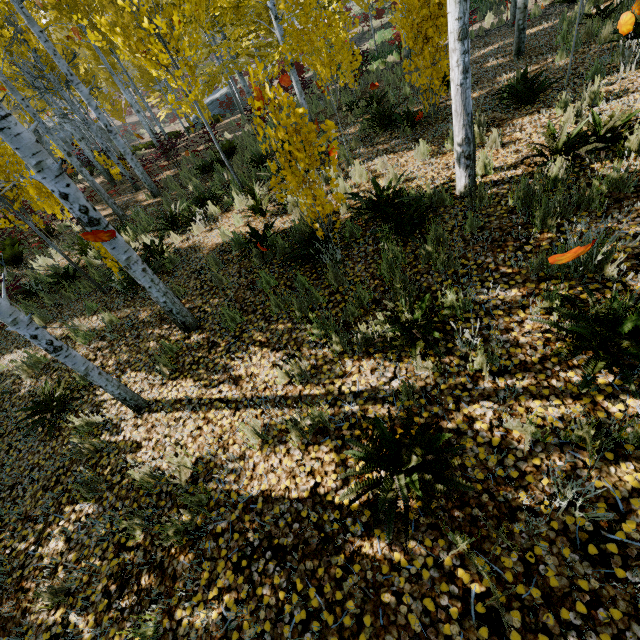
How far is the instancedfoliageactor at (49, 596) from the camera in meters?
2.8 m

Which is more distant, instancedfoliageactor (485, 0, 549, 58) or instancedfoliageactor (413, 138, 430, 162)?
instancedfoliageactor (485, 0, 549, 58)

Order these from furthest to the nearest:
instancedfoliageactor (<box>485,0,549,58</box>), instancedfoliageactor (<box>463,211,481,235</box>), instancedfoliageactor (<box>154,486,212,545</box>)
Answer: instancedfoliageactor (<box>485,0,549,58</box>) → instancedfoliageactor (<box>463,211,481,235</box>) → instancedfoliageactor (<box>154,486,212,545</box>)

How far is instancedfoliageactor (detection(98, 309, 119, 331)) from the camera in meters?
5.7

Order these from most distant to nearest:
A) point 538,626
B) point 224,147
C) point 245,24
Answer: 1. point 245,24
2. point 224,147
3. point 538,626

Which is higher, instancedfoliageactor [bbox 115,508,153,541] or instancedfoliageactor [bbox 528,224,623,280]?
instancedfoliageactor [bbox 528,224,623,280]
